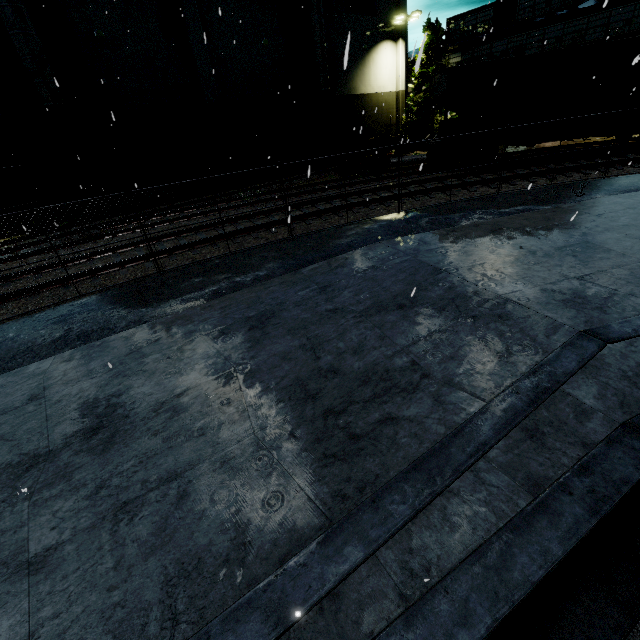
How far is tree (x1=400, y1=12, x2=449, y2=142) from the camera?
26.2 meters

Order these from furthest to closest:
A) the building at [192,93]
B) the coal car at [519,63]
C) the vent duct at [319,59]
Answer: the vent duct at [319,59] < the building at [192,93] < the coal car at [519,63]

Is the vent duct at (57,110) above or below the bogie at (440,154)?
above

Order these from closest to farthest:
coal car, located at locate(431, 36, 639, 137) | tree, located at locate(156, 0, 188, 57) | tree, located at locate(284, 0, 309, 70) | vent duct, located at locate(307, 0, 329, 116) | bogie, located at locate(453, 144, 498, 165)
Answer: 1. coal car, located at locate(431, 36, 639, 137)
2. bogie, located at locate(453, 144, 498, 165)
3. tree, located at locate(156, 0, 188, 57)
4. vent duct, located at locate(307, 0, 329, 116)
5. tree, located at locate(284, 0, 309, 70)

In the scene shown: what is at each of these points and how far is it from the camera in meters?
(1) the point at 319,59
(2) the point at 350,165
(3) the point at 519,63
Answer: (1) vent duct, 22.6
(2) bogie, 20.0
(3) coal car, 14.1

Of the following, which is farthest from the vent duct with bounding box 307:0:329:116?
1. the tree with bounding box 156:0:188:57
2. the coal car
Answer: the coal car

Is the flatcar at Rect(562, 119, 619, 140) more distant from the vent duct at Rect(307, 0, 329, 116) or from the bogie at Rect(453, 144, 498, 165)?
the vent duct at Rect(307, 0, 329, 116)

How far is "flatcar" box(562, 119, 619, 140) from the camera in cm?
1506
